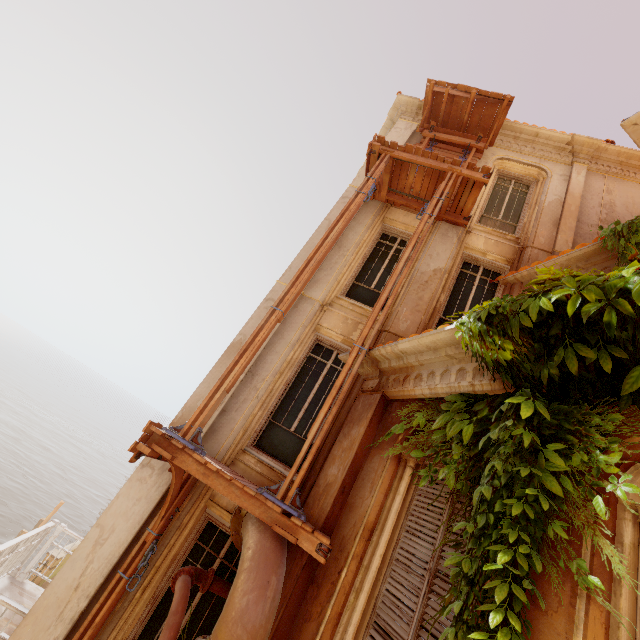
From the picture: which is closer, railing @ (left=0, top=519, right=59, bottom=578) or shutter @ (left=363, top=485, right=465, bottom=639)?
shutter @ (left=363, top=485, right=465, bottom=639)

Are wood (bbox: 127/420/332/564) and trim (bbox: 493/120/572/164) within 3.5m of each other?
no

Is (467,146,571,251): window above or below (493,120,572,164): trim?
below

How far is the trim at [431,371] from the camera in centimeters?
357cm

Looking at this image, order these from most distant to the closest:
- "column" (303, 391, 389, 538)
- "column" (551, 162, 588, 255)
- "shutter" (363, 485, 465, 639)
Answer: "column" (551, 162, 588, 255)
"column" (303, 391, 389, 538)
"shutter" (363, 485, 465, 639)

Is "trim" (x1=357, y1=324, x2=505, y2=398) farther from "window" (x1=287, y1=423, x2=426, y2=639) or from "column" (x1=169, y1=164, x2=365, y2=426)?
"column" (x1=169, y1=164, x2=365, y2=426)

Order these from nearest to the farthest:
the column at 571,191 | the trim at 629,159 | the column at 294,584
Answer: the column at 294,584, the column at 571,191, the trim at 629,159

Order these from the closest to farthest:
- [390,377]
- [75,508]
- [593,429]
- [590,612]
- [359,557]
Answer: [590,612]
[593,429]
[359,557]
[390,377]
[75,508]
